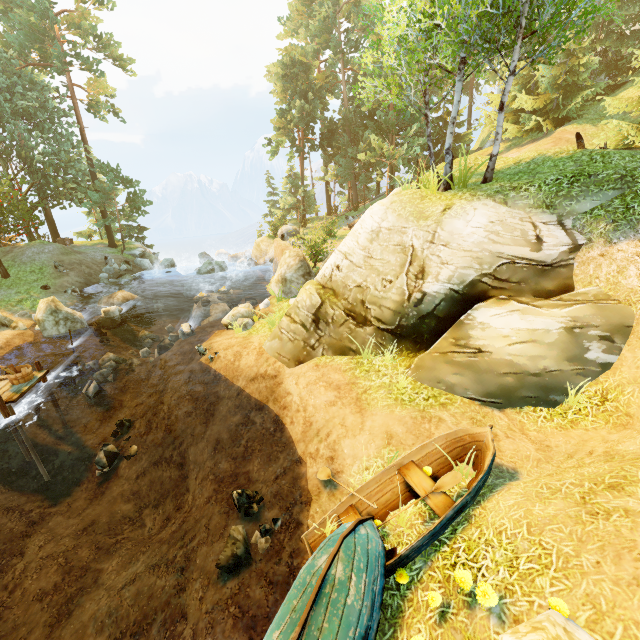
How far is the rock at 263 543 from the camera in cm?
627

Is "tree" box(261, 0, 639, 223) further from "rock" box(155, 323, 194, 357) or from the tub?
"rock" box(155, 323, 194, 357)

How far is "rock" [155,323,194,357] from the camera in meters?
15.4 m

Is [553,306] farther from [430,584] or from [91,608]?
[91,608]

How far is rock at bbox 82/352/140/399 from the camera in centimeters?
1321cm

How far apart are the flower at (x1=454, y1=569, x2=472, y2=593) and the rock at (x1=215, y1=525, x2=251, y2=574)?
3.7 meters

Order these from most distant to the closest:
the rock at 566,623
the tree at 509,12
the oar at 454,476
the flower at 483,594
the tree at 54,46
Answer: the tree at 54,46 → the tree at 509,12 → the oar at 454,476 → the flower at 483,594 → the rock at 566,623

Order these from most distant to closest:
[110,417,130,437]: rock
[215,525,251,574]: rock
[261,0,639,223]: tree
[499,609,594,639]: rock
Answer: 1. [110,417,130,437]: rock
2. [261,0,639,223]: tree
3. [215,525,251,574]: rock
4. [499,609,594,639]: rock
